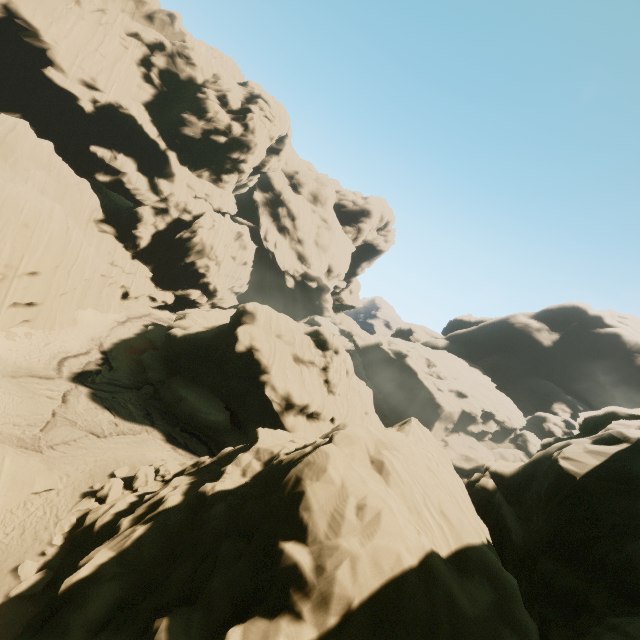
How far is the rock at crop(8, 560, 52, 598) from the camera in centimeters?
1184cm

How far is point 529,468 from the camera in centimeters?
2136cm

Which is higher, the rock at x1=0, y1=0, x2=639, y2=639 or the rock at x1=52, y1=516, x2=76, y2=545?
the rock at x1=0, y1=0, x2=639, y2=639

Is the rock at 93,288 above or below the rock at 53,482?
above

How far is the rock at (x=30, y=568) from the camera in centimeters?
1184cm

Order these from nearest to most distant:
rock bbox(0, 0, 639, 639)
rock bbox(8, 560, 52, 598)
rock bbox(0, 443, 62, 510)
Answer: rock bbox(0, 0, 639, 639) < rock bbox(8, 560, 52, 598) < rock bbox(0, 443, 62, 510)
